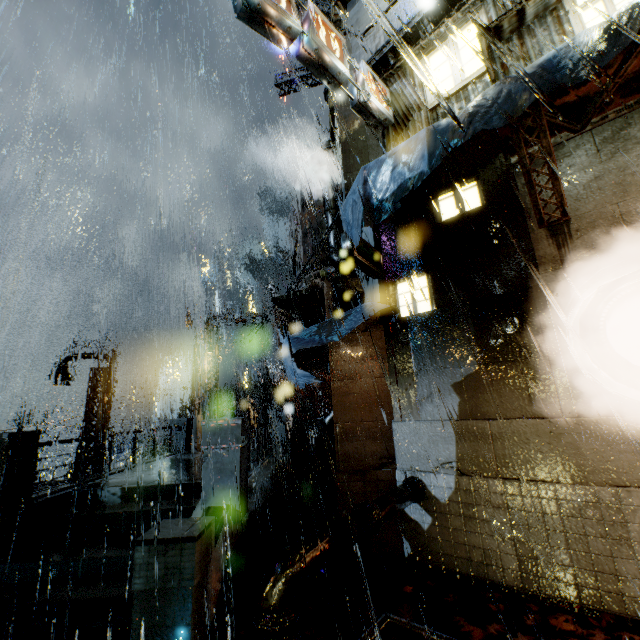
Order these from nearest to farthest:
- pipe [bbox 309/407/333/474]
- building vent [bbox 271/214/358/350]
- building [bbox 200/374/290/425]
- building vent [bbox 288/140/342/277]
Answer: building vent [bbox 271/214/358/350] → building vent [bbox 288/140/342/277] → pipe [bbox 309/407/333/474] → building [bbox 200/374/290/425]

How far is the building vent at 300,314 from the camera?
14.2m

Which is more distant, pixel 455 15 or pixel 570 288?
pixel 455 15

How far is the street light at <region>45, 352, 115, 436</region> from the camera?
16.6 meters

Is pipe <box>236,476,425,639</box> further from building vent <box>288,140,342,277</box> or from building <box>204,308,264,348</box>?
building vent <box>288,140,342,277</box>

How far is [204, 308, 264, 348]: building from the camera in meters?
22.3 m

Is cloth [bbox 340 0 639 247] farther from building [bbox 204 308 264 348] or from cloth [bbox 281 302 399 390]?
cloth [bbox 281 302 399 390]

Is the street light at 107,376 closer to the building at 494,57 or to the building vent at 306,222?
the building at 494,57
